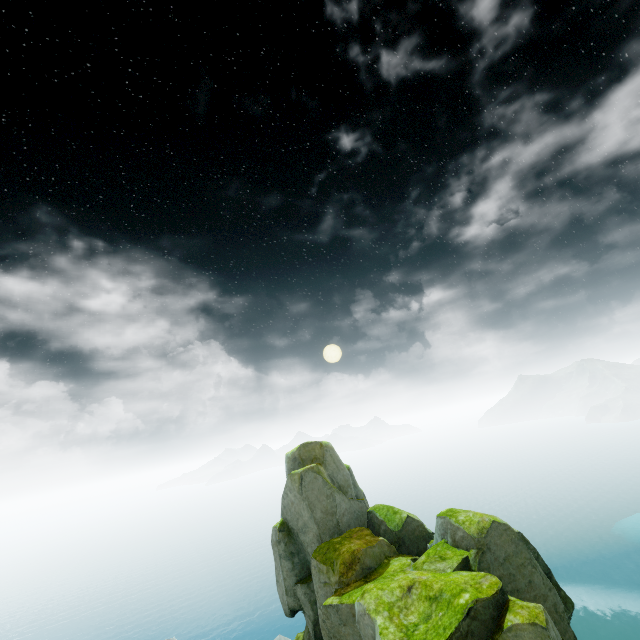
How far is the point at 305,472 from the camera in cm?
1338
